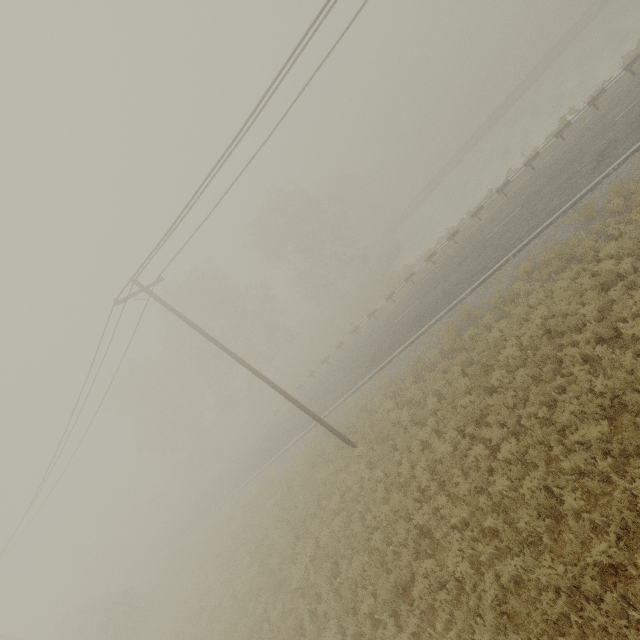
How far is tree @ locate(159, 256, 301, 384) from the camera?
35.88m

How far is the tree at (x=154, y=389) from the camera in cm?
3837

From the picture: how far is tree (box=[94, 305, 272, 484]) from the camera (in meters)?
38.37

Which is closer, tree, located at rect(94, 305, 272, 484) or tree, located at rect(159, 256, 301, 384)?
tree, located at rect(159, 256, 301, 384)

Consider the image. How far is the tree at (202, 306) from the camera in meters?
35.9 m

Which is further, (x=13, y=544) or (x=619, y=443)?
(x=13, y=544)
